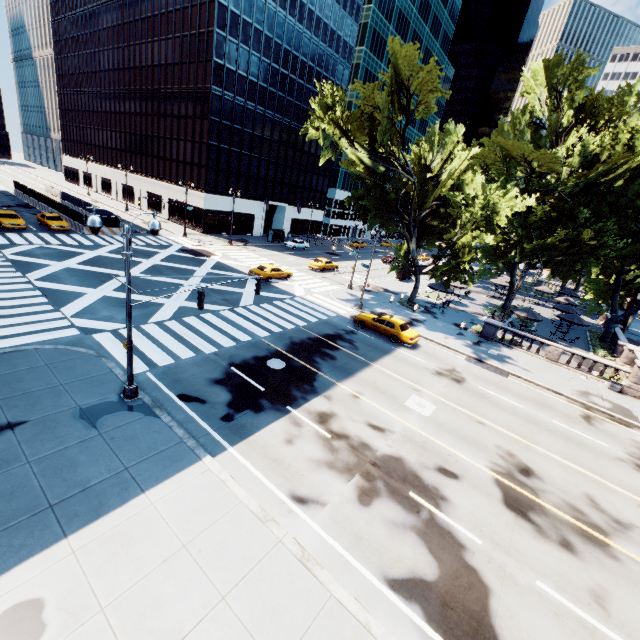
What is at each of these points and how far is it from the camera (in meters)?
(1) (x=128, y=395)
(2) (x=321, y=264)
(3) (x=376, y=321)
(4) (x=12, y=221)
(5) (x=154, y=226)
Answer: (1) light, 12.98
(2) vehicle, 41.56
(3) vehicle, 24.97
(4) vehicle, 32.19
(5) light, 11.34

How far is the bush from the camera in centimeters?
3102cm

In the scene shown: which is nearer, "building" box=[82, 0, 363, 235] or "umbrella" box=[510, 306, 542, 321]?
"umbrella" box=[510, 306, 542, 321]

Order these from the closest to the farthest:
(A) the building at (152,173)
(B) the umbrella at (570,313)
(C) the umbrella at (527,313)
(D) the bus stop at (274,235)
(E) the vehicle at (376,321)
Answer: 1. (E) the vehicle at (376,321)
2. (C) the umbrella at (527,313)
3. (B) the umbrella at (570,313)
4. (A) the building at (152,173)
5. (D) the bus stop at (274,235)

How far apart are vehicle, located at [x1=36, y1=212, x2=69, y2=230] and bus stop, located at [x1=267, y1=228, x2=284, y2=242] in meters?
26.7 m

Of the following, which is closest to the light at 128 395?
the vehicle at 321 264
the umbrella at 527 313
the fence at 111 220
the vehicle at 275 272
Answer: the vehicle at 275 272

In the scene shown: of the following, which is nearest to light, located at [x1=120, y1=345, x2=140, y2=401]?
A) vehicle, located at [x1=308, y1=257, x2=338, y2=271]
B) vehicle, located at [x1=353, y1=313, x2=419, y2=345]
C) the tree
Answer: vehicle, located at [x1=353, y1=313, x2=419, y2=345]

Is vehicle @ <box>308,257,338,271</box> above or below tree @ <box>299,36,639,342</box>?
below
